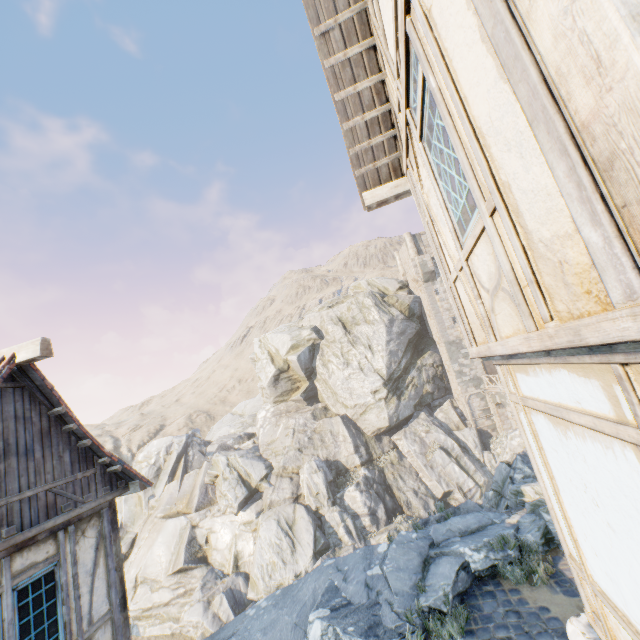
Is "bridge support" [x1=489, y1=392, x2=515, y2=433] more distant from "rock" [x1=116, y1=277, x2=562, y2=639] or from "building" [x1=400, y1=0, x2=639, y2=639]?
"building" [x1=400, y1=0, x2=639, y2=639]

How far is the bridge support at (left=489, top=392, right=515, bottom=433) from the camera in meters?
28.4

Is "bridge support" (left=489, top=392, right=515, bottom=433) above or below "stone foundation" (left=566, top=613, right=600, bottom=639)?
below

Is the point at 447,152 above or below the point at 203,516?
above

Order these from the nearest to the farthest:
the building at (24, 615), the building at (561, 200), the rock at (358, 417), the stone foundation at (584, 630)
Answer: the building at (561, 200) → the stone foundation at (584, 630) → the building at (24, 615) → the rock at (358, 417)

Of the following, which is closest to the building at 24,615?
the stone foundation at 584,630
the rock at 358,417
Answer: the rock at 358,417

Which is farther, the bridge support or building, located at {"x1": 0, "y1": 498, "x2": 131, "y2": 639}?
the bridge support

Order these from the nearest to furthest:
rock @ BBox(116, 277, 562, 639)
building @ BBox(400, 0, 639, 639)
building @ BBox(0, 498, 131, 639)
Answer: building @ BBox(400, 0, 639, 639), building @ BBox(0, 498, 131, 639), rock @ BBox(116, 277, 562, 639)
